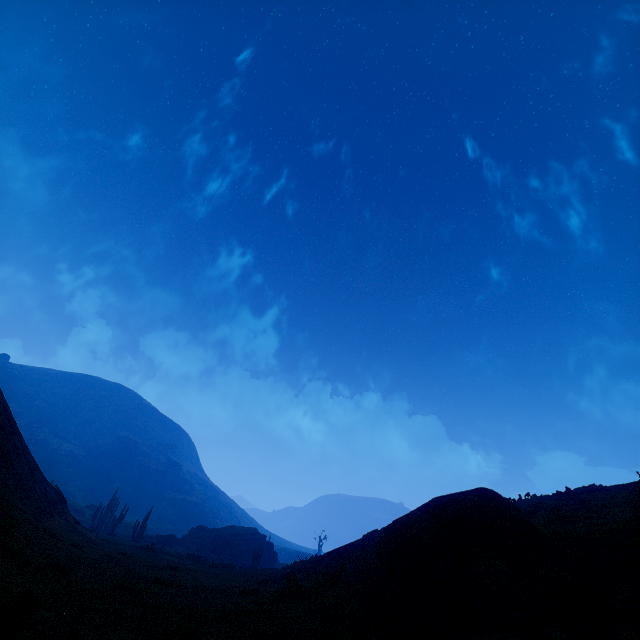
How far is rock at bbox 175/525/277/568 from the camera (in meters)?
44.88

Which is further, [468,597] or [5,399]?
[5,399]

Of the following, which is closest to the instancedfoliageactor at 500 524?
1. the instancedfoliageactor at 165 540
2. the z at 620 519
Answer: the z at 620 519

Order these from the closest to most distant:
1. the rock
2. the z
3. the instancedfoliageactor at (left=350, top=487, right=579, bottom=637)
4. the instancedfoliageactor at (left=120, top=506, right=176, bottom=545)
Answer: the z, the instancedfoliageactor at (left=350, top=487, right=579, bottom=637), the instancedfoliageactor at (left=120, top=506, right=176, bottom=545), the rock

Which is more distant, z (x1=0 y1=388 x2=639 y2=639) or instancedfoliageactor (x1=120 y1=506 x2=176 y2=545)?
instancedfoliageactor (x1=120 y1=506 x2=176 y2=545)

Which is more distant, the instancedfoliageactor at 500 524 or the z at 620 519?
the instancedfoliageactor at 500 524

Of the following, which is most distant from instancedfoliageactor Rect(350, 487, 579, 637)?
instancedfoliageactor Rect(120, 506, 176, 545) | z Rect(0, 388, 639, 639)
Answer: instancedfoliageactor Rect(120, 506, 176, 545)

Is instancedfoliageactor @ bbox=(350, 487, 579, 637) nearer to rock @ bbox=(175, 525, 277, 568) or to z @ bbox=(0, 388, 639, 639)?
z @ bbox=(0, 388, 639, 639)
